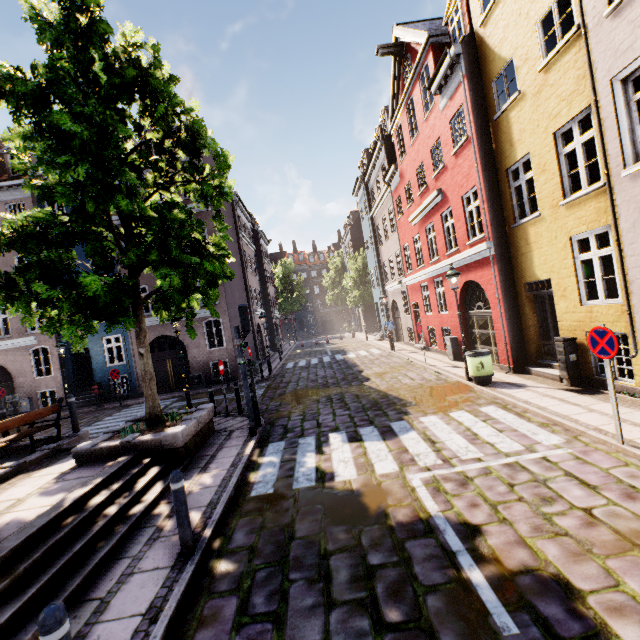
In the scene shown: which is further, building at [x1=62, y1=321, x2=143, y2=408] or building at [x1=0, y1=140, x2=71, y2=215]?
building at [x1=62, y1=321, x2=143, y2=408]

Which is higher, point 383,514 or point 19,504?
point 19,504

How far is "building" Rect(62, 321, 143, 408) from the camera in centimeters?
1895cm

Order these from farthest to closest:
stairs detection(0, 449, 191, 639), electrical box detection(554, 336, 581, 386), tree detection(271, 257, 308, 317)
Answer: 1. tree detection(271, 257, 308, 317)
2. electrical box detection(554, 336, 581, 386)
3. stairs detection(0, 449, 191, 639)

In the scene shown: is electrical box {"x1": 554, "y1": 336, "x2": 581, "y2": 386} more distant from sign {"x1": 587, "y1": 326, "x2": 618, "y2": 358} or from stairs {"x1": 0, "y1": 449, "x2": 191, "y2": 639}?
stairs {"x1": 0, "y1": 449, "x2": 191, "y2": 639}

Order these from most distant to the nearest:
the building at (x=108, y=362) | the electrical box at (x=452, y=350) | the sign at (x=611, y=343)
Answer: the building at (x=108, y=362) → the electrical box at (x=452, y=350) → the sign at (x=611, y=343)

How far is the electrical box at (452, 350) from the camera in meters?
14.2

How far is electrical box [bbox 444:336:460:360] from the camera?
14.2 meters
